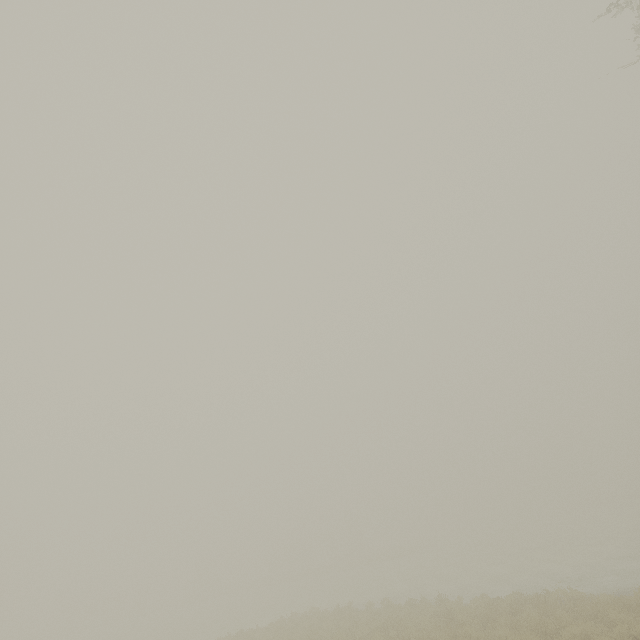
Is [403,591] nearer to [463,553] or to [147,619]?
[463,553]
